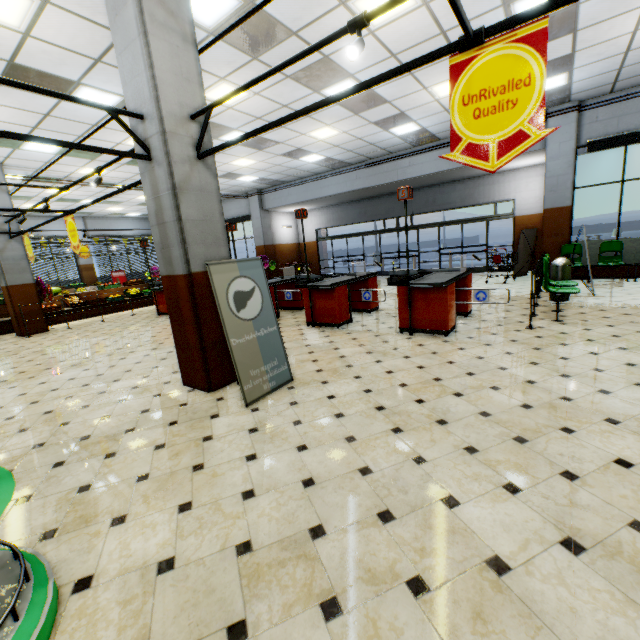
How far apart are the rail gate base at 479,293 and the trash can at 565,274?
2.91m

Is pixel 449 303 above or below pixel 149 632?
above

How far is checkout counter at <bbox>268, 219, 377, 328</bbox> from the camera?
6.77m

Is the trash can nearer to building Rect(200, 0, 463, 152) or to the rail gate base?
building Rect(200, 0, 463, 152)

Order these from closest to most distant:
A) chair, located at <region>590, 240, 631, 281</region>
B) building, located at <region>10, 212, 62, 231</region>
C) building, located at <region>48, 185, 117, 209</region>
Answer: chair, located at <region>590, 240, 631, 281</region> < building, located at <region>10, 212, 62, 231</region> < building, located at <region>48, 185, 117, 209</region>

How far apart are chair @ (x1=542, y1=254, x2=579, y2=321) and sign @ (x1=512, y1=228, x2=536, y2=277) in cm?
480

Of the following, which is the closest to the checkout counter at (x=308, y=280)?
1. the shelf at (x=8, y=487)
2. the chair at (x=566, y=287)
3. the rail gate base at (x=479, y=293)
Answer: the rail gate base at (x=479, y=293)

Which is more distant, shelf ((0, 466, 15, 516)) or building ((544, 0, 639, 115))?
building ((544, 0, 639, 115))
